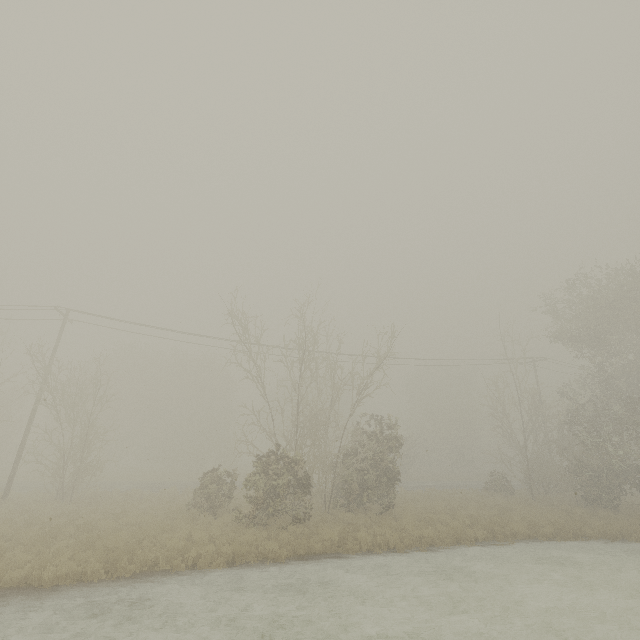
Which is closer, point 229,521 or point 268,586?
point 268,586
